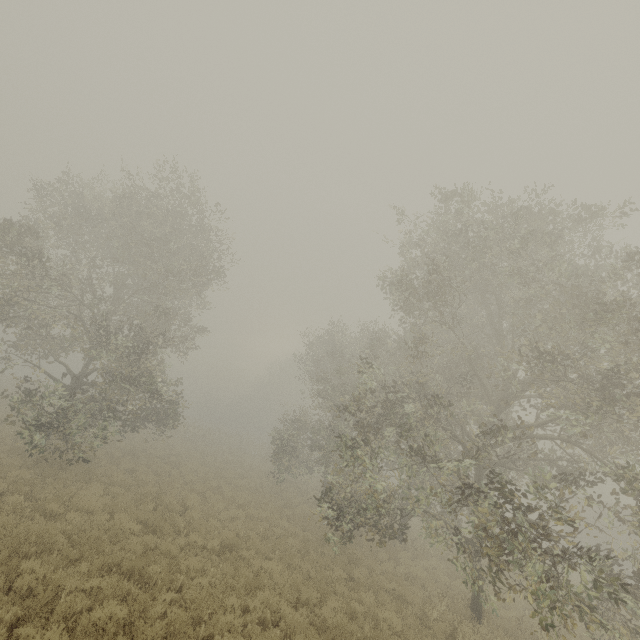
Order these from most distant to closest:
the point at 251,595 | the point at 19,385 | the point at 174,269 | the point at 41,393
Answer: the point at 41,393 → the point at 174,269 → the point at 19,385 → the point at 251,595
